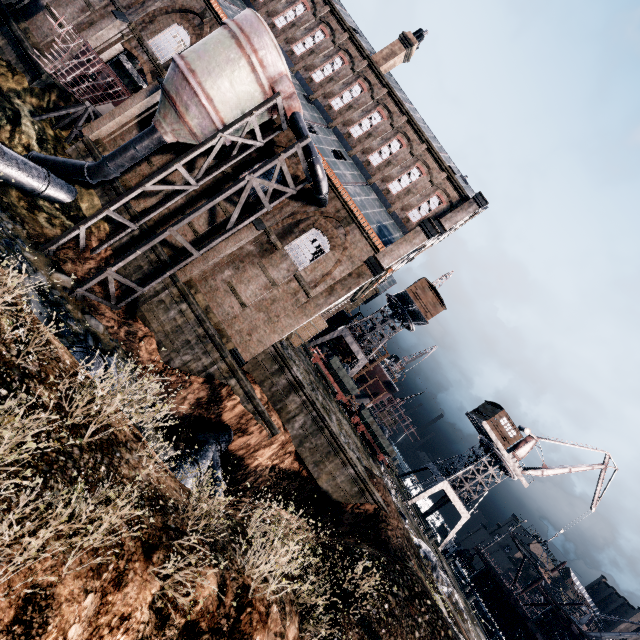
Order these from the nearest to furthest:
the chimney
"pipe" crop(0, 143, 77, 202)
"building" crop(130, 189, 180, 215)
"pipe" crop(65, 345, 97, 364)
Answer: "pipe" crop(65, 345, 97, 364), "pipe" crop(0, 143, 77, 202), "building" crop(130, 189, 180, 215), the chimney

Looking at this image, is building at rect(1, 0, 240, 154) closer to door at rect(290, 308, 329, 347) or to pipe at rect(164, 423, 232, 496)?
door at rect(290, 308, 329, 347)

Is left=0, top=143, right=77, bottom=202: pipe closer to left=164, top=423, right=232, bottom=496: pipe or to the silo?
the silo

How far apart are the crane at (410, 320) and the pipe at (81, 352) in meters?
35.1

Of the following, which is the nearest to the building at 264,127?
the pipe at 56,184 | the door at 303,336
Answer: the door at 303,336

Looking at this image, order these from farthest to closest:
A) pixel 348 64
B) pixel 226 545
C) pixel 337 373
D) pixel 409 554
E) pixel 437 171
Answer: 1. pixel 337 373
2. pixel 348 64
3. pixel 437 171
4. pixel 409 554
5. pixel 226 545

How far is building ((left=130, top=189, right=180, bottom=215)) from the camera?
A: 21.7m
